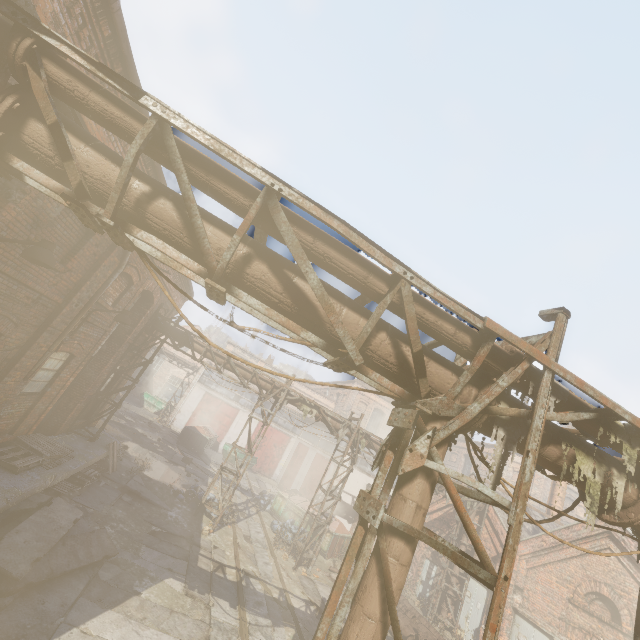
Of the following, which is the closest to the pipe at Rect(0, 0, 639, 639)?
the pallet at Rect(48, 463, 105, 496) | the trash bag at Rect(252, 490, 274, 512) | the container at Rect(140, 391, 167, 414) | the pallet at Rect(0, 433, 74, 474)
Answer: the pallet at Rect(48, 463, 105, 496)

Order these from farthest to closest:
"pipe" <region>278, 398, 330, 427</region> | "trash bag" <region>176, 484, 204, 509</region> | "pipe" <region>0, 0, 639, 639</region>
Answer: "pipe" <region>278, 398, 330, 427</region>, "trash bag" <region>176, 484, 204, 509</region>, "pipe" <region>0, 0, 639, 639</region>

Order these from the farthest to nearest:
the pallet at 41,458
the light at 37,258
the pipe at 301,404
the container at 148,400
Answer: the container at 148,400
the pipe at 301,404
the pallet at 41,458
the light at 37,258

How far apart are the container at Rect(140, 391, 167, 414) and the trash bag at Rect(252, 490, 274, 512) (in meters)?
16.59

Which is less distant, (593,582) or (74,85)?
(74,85)

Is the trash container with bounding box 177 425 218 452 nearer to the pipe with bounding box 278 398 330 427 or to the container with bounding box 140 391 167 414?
the container with bounding box 140 391 167 414

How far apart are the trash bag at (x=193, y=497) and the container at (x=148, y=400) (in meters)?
20.12

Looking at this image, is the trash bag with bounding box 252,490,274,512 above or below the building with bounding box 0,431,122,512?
below
